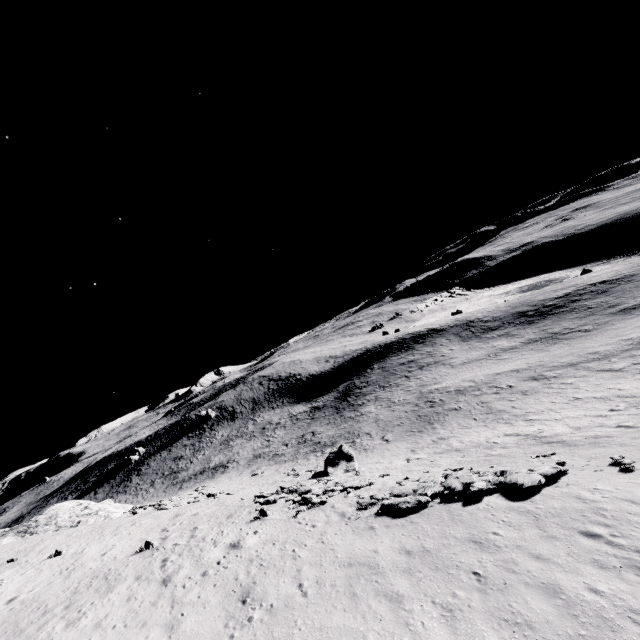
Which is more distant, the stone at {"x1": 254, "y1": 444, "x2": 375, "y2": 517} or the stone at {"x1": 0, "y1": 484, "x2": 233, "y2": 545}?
the stone at {"x1": 0, "y1": 484, "x2": 233, "y2": 545}

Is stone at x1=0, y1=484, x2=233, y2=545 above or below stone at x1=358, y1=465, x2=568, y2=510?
above

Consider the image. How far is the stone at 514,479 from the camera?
14.2 meters

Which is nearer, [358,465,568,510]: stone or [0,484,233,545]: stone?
[358,465,568,510]: stone

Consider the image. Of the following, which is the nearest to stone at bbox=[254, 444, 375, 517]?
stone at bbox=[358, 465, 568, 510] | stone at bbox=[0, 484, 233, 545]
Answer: stone at bbox=[358, 465, 568, 510]

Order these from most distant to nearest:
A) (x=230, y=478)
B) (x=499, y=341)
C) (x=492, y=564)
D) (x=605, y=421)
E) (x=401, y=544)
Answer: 1. (x=499, y=341)
2. (x=230, y=478)
3. (x=605, y=421)
4. (x=401, y=544)
5. (x=492, y=564)

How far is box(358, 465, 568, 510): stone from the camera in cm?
1422

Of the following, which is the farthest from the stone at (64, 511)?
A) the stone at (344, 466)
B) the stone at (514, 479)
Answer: the stone at (514, 479)
